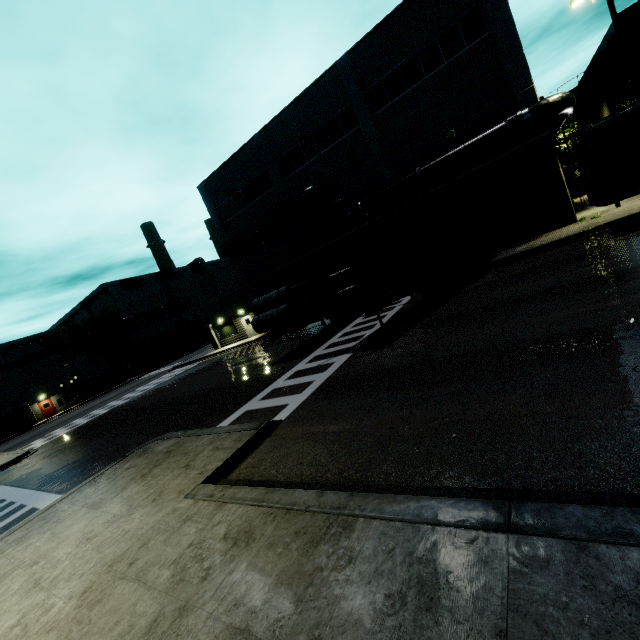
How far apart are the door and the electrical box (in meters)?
47.63

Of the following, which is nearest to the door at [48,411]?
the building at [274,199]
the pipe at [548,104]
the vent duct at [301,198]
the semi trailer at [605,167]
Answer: the building at [274,199]

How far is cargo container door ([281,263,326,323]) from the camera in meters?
11.3 m

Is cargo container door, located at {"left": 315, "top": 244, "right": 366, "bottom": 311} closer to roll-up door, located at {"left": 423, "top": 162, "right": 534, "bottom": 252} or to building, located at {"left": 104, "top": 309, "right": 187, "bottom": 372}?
roll-up door, located at {"left": 423, "top": 162, "right": 534, "bottom": 252}

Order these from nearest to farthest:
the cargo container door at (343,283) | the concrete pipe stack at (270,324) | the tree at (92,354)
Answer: the cargo container door at (343,283)
the concrete pipe stack at (270,324)
the tree at (92,354)

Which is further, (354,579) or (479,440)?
(479,440)

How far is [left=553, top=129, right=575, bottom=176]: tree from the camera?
34.78m

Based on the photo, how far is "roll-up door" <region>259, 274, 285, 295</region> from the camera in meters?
28.9
